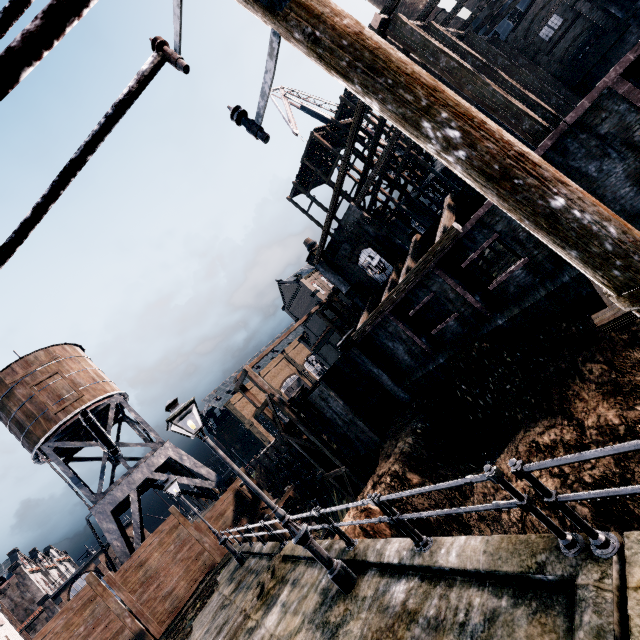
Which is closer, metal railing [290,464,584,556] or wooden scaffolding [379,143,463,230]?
metal railing [290,464,584,556]

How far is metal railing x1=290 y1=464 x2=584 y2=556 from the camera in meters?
3.8

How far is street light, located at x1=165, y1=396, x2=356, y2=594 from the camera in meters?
7.1

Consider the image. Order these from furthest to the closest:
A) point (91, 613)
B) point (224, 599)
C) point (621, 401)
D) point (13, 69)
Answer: point (91, 613) → point (224, 599) → point (621, 401) → point (13, 69)

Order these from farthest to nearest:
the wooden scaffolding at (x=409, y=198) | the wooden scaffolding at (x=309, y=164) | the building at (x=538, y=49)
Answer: the wooden scaffolding at (x=309, y=164) < the wooden scaffolding at (x=409, y=198) < the building at (x=538, y=49)

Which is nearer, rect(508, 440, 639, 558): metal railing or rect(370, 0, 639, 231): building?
rect(508, 440, 639, 558): metal railing

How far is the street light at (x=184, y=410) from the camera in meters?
7.1

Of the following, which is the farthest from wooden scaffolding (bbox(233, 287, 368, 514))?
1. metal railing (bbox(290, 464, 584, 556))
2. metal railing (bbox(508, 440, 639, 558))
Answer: metal railing (bbox(508, 440, 639, 558))
